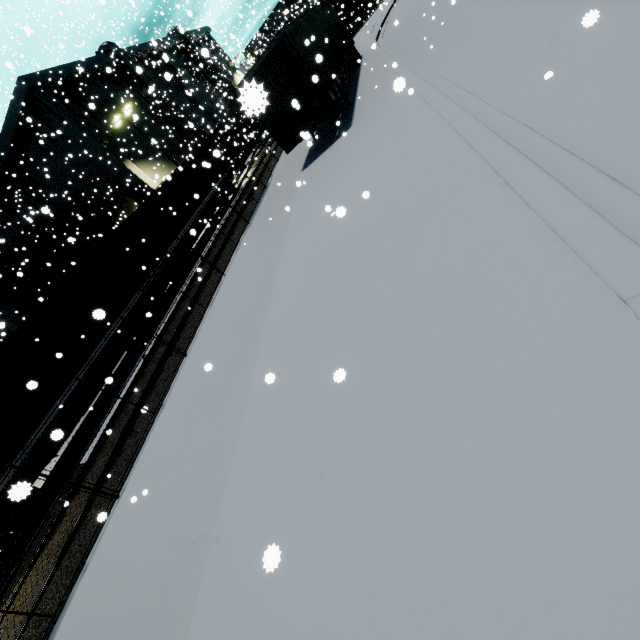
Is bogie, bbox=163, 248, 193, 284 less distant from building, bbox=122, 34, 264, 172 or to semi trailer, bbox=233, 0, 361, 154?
→ building, bbox=122, 34, 264, 172

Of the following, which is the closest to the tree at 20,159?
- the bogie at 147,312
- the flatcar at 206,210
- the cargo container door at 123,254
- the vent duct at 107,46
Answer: the vent duct at 107,46

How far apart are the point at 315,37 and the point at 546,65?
11.77m

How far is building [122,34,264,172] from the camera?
34.9m

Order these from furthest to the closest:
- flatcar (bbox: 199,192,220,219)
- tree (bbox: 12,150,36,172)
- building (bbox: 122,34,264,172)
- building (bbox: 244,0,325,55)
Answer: building (bbox: 244,0,325,55) < building (bbox: 122,34,264,172) < tree (bbox: 12,150,36,172) < flatcar (bbox: 199,192,220,219)

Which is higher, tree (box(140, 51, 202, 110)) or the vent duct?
the vent duct

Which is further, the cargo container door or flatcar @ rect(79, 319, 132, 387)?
the cargo container door

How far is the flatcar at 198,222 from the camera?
13.5m
